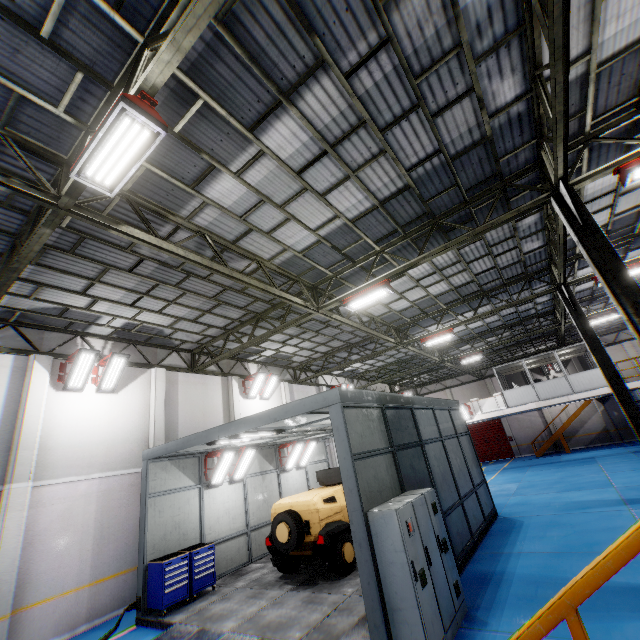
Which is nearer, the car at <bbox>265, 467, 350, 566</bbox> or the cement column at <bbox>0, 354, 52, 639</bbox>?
the cement column at <bbox>0, 354, 52, 639</bbox>

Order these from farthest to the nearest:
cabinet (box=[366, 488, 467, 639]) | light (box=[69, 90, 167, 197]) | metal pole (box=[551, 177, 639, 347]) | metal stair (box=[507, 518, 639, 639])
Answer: metal pole (box=[551, 177, 639, 347]), cabinet (box=[366, 488, 467, 639]), light (box=[69, 90, 167, 197]), metal stair (box=[507, 518, 639, 639])

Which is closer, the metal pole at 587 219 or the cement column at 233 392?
the metal pole at 587 219

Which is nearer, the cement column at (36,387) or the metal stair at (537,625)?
the metal stair at (537,625)

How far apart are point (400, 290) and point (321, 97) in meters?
9.1 m

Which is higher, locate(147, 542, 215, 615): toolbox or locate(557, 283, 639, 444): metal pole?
locate(557, 283, 639, 444): metal pole

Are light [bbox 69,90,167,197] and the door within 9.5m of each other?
no

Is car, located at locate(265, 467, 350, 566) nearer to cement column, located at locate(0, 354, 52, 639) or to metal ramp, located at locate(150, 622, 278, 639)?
metal ramp, located at locate(150, 622, 278, 639)
